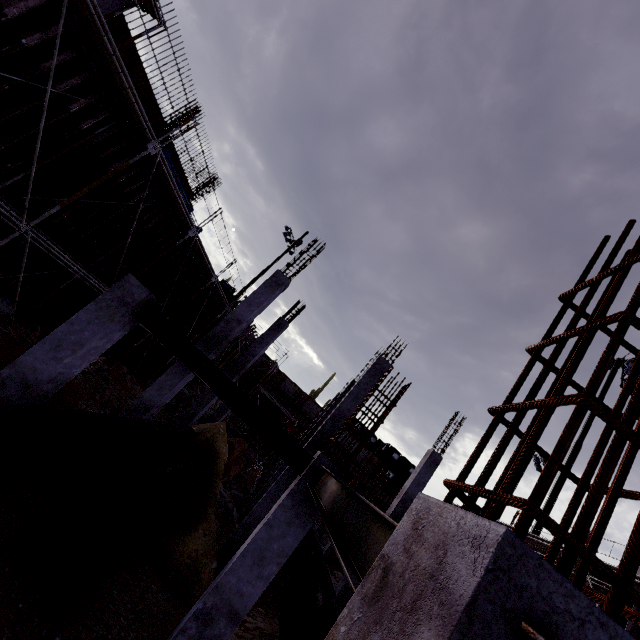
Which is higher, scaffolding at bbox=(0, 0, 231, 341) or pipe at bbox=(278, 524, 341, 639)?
scaffolding at bbox=(0, 0, 231, 341)

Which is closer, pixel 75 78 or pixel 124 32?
pixel 75 78

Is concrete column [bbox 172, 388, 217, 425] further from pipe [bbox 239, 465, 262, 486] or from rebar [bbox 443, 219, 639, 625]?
rebar [bbox 443, 219, 639, 625]

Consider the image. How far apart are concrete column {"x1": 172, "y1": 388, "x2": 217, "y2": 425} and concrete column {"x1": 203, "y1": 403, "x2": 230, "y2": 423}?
4.34m

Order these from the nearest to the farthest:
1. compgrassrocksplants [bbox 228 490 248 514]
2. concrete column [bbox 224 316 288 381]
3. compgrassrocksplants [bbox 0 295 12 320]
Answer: compgrassrocksplants [bbox 0 295 12 320], concrete column [bbox 224 316 288 381], compgrassrocksplants [bbox 228 490 248 514]

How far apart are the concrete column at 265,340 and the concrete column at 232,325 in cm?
434

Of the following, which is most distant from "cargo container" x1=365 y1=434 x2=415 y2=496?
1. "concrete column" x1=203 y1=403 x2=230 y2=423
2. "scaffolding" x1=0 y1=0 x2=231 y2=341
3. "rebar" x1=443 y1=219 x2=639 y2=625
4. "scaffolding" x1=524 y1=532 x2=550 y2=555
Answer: "rebar" x1=443 y1=219 x2=639 y2=625

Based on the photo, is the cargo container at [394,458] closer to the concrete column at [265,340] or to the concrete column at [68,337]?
the concrete column at [265,340]
